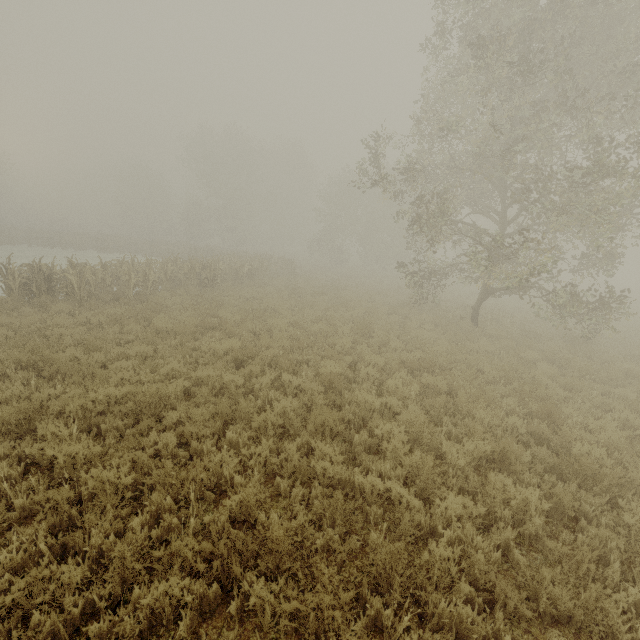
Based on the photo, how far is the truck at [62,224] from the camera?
53.7m

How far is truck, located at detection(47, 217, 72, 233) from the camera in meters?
53.7

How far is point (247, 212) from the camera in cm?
4325
